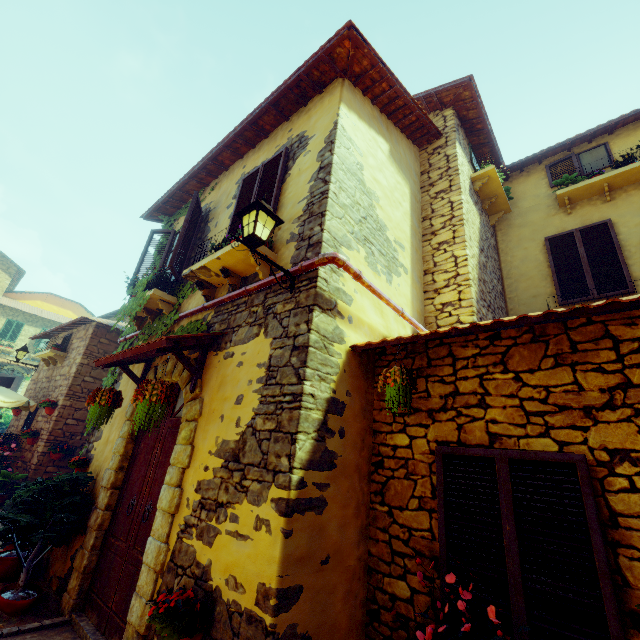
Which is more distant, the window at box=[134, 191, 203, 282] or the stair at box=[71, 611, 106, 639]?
the window at box=[134, 191, 203, 282]

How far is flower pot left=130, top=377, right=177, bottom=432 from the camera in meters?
3.5 m

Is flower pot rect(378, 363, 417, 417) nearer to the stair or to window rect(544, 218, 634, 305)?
the stair

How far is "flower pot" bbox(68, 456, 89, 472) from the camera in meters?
5.4 m

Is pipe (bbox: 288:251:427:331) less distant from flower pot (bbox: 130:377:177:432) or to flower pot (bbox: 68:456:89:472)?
flower pot (bbox: 130:377:177:432)

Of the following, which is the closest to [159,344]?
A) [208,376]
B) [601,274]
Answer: [208,376]

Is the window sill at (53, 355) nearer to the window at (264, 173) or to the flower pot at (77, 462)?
the window at (264, 173)

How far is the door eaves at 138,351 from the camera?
3.7m
